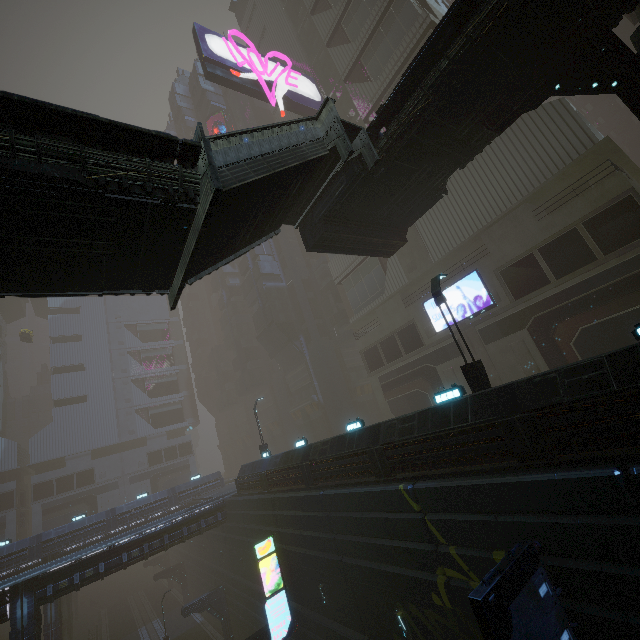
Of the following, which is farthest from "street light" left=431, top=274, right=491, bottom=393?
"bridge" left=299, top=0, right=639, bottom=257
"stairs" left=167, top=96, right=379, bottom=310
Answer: "stairs" left=167, top=96, right=379, bottom=310

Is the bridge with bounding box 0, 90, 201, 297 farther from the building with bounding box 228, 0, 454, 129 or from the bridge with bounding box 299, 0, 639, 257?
the building with bounding box 228, 0, 454, 129

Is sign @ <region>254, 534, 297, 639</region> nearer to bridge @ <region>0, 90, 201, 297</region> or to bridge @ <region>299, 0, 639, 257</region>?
bridge @ <region>0, 90, 201, 297</region>

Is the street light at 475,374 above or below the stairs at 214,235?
below

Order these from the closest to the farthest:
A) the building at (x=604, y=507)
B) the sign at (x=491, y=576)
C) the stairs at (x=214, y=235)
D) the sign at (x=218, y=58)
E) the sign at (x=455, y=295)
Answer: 1. the sign at (x=491, y=576)
2. the building at (x=604, y=507)
3. the stairs at (x=214, y=235)
4. the sign at (x=455, y=295)
5. the sign at (x=218, y=58)

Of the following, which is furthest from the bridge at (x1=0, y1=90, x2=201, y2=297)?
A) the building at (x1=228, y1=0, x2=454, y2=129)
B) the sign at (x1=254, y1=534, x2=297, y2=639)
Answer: the sign at (x1=254, y1=534, x2=297, y2=639)

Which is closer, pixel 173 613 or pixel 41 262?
pixel 41 262

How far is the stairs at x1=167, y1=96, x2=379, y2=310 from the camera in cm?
809
